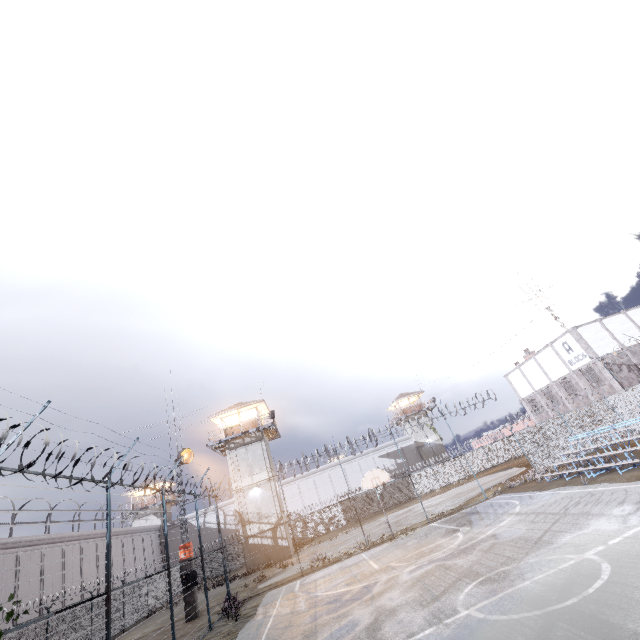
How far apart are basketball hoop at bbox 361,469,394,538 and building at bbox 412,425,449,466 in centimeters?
3542cm

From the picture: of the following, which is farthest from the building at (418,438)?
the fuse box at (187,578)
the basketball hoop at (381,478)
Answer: the fuse box at (187,578)

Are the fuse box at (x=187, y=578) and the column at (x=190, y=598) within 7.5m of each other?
yes

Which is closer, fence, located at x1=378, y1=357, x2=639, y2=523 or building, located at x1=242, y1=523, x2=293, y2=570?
fence, located at x1=378, y1=357, x2=639, y2=523

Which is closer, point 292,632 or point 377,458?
point 292,632

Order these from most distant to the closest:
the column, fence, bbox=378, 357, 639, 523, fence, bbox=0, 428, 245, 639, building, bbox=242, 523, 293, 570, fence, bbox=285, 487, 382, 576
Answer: building, bbox=242, 523, 293, 570 < fence, bbox=378, 357, 639, 523 < fence, bbox=285, 487, 382, 576 < the column < fence, bbox=0, 428, 245, 639

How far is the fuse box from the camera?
18.34m

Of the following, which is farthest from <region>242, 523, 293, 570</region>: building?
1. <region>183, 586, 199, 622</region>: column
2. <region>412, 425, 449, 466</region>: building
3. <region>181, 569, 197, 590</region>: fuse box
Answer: <region>412, 425, 449, 466</region>: building
